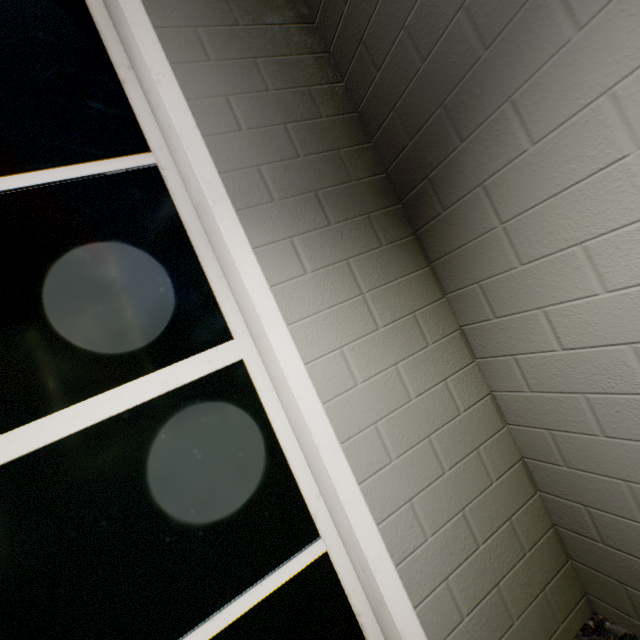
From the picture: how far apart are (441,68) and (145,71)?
1.2 meters
